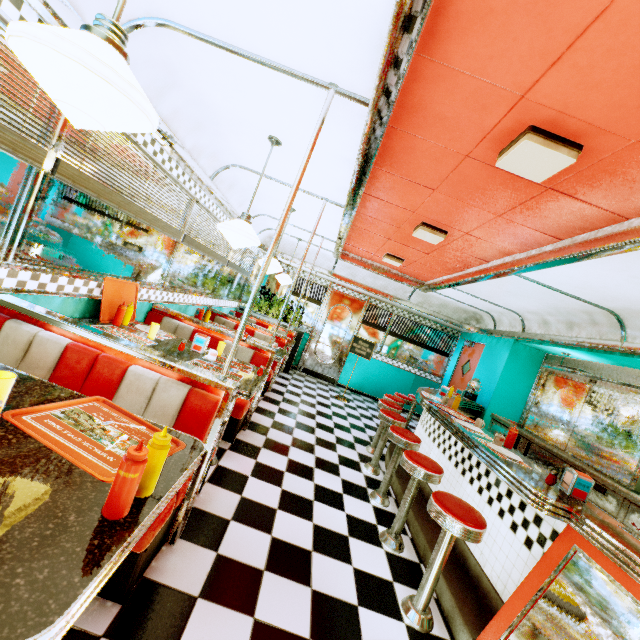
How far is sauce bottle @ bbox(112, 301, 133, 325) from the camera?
3.05m

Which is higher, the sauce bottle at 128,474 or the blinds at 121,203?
the blinds at 121,203

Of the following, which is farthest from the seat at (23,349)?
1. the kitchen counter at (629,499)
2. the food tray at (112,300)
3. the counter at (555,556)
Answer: the kitchen counter at (629,499)

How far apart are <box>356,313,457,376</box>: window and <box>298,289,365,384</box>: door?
0.1 meters

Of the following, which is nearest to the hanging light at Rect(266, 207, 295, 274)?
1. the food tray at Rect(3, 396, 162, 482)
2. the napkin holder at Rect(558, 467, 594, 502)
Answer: the food tray at Rect(3, 396, 162, 482)

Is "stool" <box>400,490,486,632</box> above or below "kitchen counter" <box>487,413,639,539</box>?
below

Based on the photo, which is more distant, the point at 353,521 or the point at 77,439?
the point at 353,521

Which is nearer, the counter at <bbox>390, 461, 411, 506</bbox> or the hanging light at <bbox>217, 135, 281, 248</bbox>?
the hanging light at <bbox>217, 135, 281, 248</bbox>
